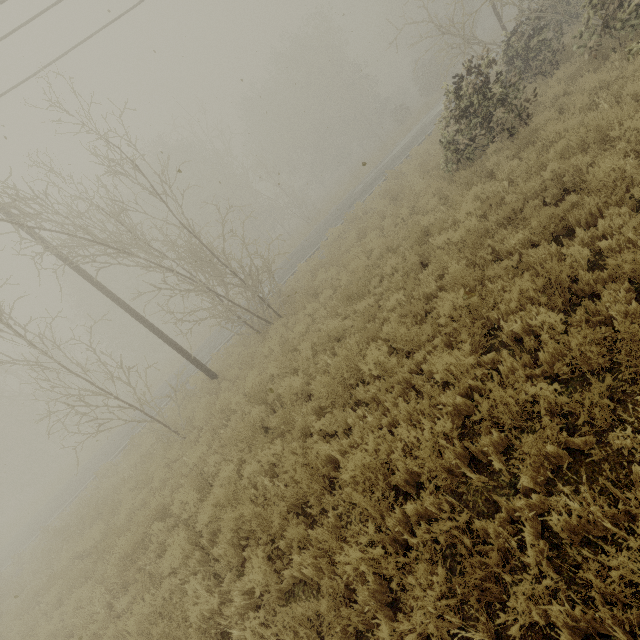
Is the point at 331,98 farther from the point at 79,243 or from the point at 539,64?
the point at 79,243
